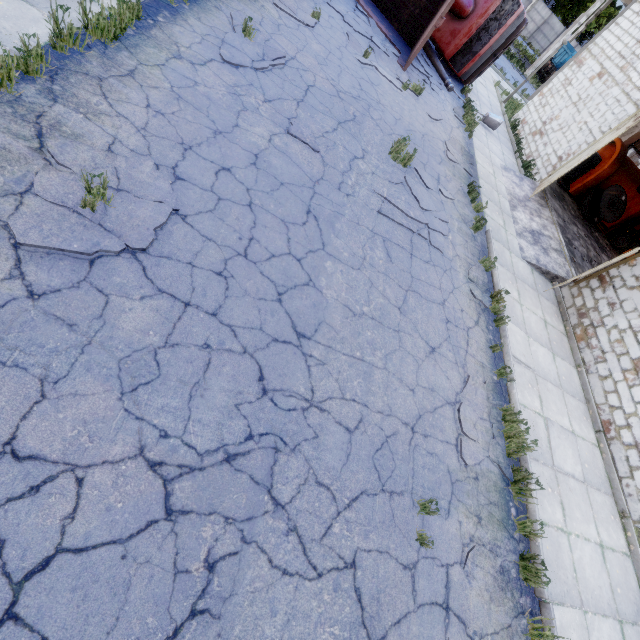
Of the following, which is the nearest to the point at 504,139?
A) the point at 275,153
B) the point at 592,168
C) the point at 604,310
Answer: the point at 592,168

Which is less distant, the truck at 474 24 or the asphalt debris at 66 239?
the asphalt debris at 66 239

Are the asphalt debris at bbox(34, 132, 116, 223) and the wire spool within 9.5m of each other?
no

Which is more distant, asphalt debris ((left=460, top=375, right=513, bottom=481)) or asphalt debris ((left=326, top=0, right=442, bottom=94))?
asphalt debris ((left=326, top=0, right=442, bottom=94))

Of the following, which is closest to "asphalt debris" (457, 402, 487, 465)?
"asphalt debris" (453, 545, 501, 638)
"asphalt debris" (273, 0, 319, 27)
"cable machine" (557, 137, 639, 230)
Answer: "asphalt debris" (453, 545, 501, 638)

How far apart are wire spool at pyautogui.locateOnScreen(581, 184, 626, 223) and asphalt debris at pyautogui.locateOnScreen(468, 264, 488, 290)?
10.60m

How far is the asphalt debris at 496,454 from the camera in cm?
520

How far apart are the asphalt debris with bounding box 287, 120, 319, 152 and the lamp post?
10.2m
